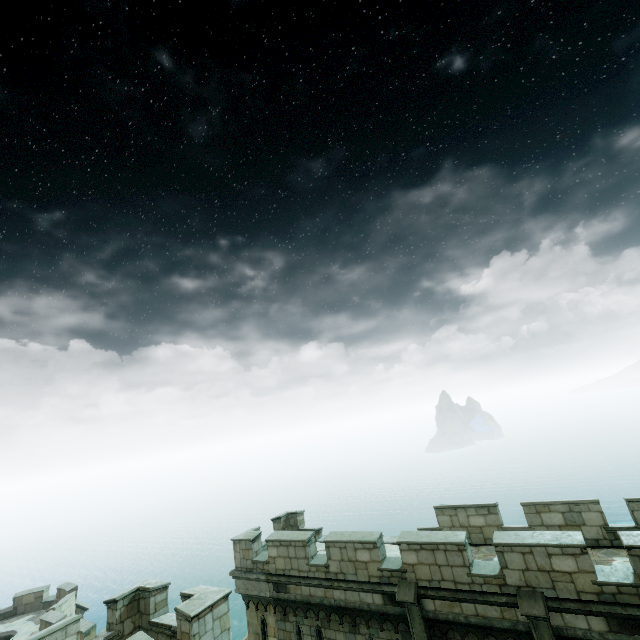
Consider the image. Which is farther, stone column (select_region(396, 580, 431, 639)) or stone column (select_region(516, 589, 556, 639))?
stone column (select_region(396, 580, 431, 639))

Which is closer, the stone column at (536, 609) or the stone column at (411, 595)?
the stone column at (536, 609)

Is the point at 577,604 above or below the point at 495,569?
below
